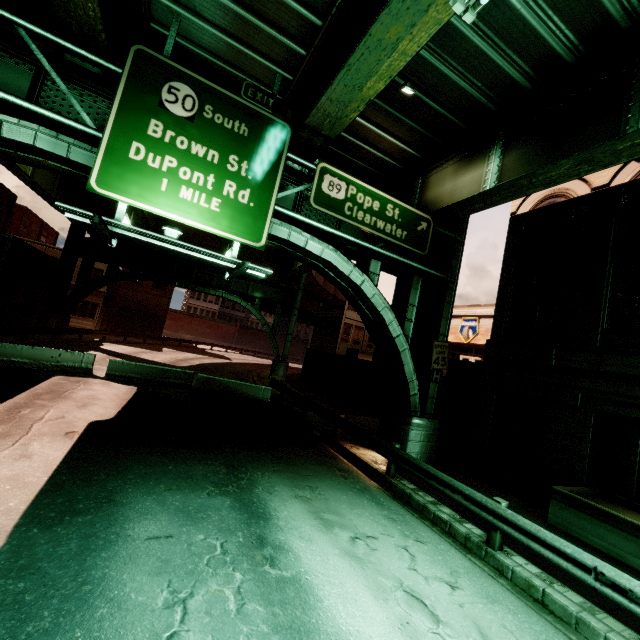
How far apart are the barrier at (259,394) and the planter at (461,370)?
9.6m

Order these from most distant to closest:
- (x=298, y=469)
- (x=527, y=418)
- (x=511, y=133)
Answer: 1. (x=527, y=418)
2. (x=511, y=133)
3. (x=298, y=469)

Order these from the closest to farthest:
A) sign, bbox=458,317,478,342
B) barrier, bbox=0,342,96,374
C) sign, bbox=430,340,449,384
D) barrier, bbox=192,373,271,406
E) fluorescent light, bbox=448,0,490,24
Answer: fluorescent light, bbox=448,0,490,24 < sign, bbox=430,340,449,384 < barrier, bbox=0,342,96,374 < barrier, bbox=192,373,271,406 < sign, bbox=458,317,478,342

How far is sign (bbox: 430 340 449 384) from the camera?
12.2 meters

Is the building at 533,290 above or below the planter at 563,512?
above

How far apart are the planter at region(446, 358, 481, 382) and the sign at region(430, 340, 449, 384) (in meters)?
4.40

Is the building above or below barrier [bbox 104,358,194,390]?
above

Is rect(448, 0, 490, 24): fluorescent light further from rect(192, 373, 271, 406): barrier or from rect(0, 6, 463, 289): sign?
rect(192, 373, 271, 406): barrier
